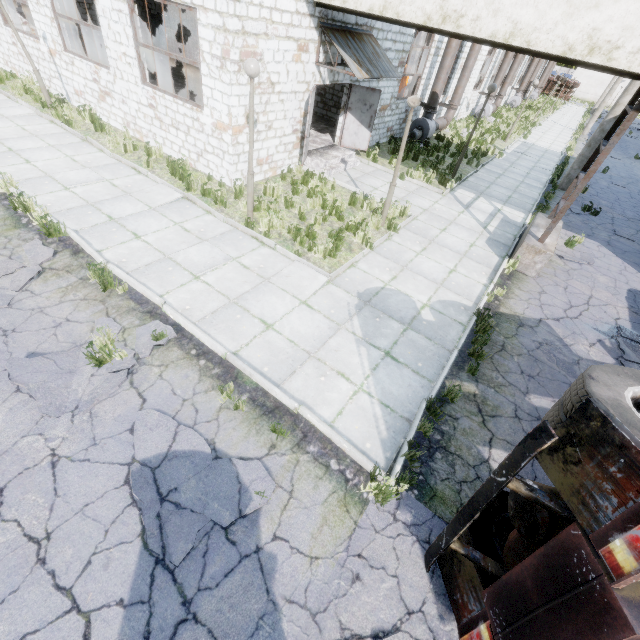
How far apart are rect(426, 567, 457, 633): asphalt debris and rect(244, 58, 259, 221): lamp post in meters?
8.0 m

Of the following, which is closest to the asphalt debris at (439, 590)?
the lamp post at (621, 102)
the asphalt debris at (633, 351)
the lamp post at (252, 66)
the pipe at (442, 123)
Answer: the asphalt debris at (633, 351)

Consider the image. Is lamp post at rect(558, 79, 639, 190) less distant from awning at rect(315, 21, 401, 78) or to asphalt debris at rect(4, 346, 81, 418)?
awning at rect(315, 21, 401, 78)

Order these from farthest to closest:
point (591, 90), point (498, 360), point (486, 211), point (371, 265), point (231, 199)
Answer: point (591, 90) → point (486, 211) → point (231, 199) → point (371, 265) → point (498, 360)

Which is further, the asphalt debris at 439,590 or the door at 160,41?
the door at 160,41

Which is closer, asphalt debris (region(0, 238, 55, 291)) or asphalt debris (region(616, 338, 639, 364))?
asphalt debris (region(0, 238, 55, 291))

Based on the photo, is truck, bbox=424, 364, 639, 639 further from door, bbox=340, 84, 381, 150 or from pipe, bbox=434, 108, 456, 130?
pipe, bbox=434, 108, 456, 130

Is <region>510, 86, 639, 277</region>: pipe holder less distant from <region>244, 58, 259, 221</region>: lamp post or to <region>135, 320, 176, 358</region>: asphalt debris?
<region>244, 58, 259, 221</region>: lamp post
